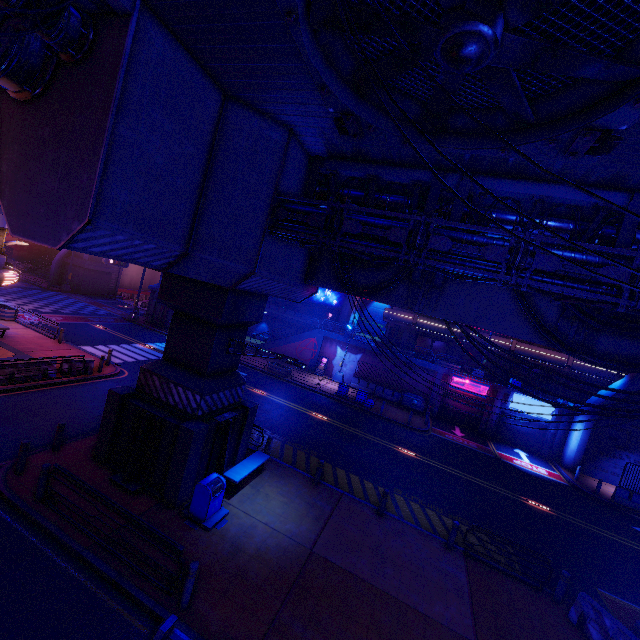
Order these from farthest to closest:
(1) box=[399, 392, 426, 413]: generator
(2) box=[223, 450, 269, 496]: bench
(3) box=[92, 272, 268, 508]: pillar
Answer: (1) box=[399, 392, 426, 413]: generator → (2) box=[223, 450, 269, 496]: bench → (3) box=[92, 272, 268, 508]: pillar

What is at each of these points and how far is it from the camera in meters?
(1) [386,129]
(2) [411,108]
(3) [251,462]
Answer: (1) vent, 6.5 m
(2) vent, 6.4 m
(3) bench, 12.9 m

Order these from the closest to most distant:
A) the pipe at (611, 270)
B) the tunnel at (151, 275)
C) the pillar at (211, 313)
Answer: the pipe at (611, 270), the pillar at (211, 313), the tunnel at (151, 275)

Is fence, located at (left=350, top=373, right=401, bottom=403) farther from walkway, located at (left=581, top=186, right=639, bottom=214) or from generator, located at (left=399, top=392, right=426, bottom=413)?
walkway, located at (left=581, top=186, right=639, bottom=214)

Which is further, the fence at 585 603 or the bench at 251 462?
the bench at 251 462

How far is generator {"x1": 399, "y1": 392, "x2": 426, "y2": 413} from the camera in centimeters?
2977cm

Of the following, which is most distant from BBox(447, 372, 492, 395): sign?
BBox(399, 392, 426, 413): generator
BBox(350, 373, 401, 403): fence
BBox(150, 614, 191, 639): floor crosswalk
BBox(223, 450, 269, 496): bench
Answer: BBox(150, 614, 191, 639): floor crosswalk

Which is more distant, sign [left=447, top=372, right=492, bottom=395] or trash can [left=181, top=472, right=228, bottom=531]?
sign [left=447, top=372, right=492, bottom=395]
